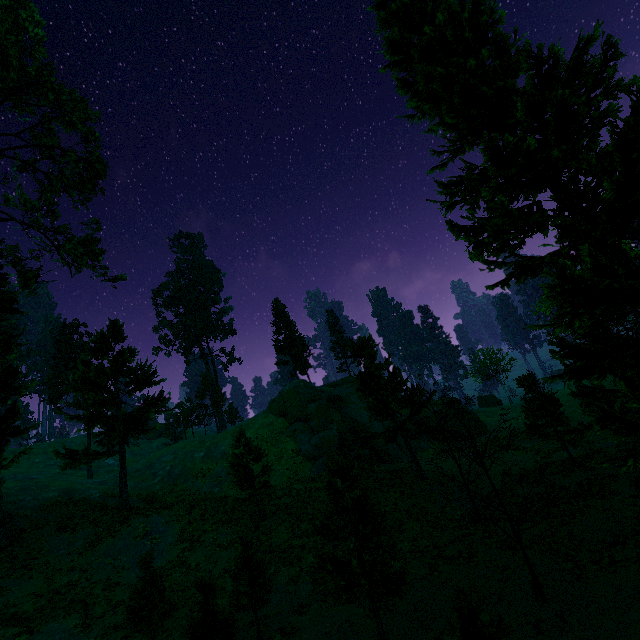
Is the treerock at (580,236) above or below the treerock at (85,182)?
below

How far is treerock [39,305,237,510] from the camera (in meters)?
25.95

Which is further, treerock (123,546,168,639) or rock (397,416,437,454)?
rock (397,416,437,454)

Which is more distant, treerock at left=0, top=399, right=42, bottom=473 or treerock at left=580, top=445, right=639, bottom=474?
treerock at left=0, top=399, right=42, bottom=473

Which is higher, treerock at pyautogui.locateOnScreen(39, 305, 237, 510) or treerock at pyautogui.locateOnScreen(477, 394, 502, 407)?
treerock at pyautogui.locateOnScreen(39, 305, 237, 510)

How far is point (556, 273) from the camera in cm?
828

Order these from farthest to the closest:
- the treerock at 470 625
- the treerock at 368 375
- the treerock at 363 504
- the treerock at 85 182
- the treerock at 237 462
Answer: the treerock at 85 182 → the treerock at 368 375 → the treerock at 237 462 → the treerock at 363 504 → the treerock at 470 625
